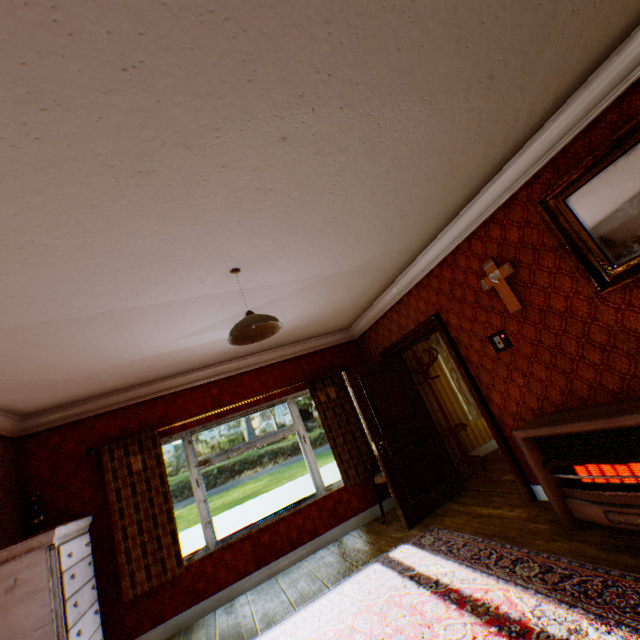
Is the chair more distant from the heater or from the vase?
the vase

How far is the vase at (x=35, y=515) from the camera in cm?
339

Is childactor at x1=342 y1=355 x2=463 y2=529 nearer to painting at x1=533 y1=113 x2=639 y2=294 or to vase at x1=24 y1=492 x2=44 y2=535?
painting at x1=533 y1=113 x2=639 y2=294

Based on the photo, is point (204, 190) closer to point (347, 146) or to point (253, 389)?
point (347, 146)

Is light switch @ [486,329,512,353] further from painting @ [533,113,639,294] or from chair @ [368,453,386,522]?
chair @ [368,453,386,522]

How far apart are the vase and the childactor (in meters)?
3.89

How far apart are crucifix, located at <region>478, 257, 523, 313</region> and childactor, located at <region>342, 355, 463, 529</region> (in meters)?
2.13

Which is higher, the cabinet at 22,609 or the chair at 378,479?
the cabinet at 22,609
